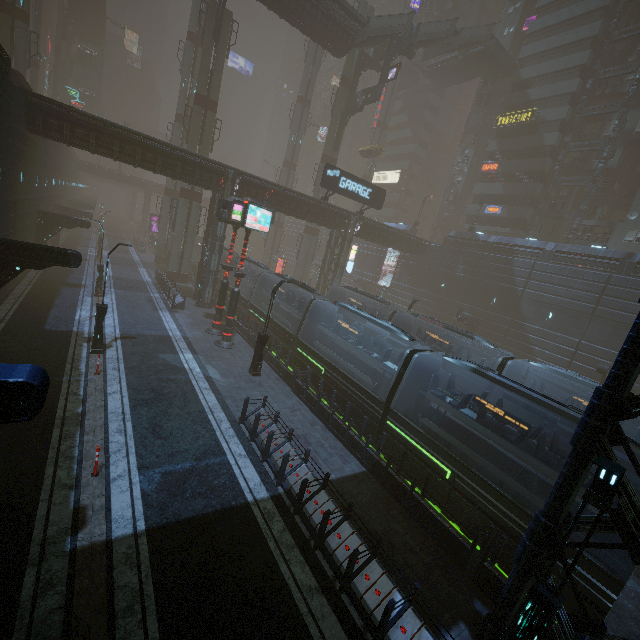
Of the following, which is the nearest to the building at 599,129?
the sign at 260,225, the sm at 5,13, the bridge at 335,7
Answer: the bridge at 335,7

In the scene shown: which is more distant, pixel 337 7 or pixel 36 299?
pixel 337 7

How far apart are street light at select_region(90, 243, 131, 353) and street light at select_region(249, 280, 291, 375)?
7.1m

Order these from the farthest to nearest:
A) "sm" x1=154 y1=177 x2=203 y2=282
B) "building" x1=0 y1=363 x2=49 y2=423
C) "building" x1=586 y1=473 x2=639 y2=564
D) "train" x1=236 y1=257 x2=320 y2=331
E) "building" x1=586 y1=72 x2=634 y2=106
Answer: "building" x1=586 y1=72 x2=634 y2=106
"sm" x1=154 y1=177 x2=203 y2=282
"train" x1=236 y1=257 x2=320 y2=331
"building" x1=586 y1=473 x2=639 y2=564
"building" x1=0 y1=363 x2=49 y2=423

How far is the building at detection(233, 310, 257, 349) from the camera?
22.5m

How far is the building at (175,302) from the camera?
26.65m

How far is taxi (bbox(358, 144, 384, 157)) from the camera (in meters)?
45.25
